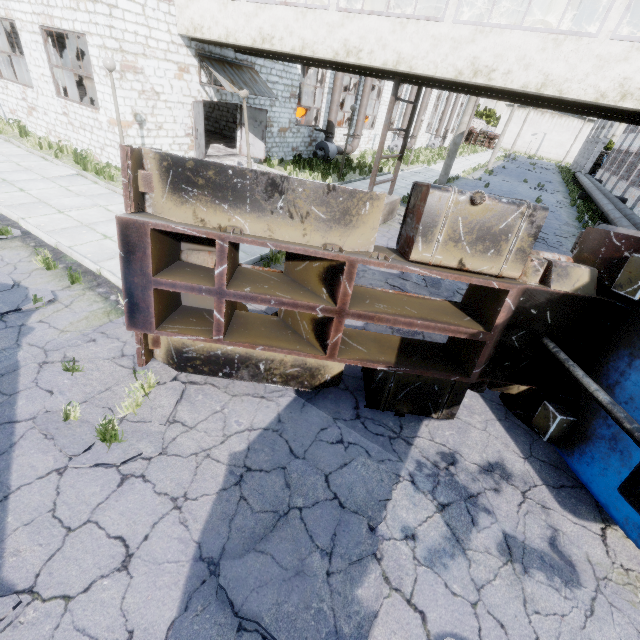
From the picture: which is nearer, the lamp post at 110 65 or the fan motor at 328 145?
the lamp post at 110 65

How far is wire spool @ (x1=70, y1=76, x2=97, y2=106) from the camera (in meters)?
18.45

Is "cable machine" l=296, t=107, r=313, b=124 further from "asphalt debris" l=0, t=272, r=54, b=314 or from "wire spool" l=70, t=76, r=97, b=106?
"asphalt debris" l=0, t=272, r=54, b=314

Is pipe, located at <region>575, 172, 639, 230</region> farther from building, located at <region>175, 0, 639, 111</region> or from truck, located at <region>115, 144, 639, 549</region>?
truck, located at <region>115, 144, 639, 549</region>

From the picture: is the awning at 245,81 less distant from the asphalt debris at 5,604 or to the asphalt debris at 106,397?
the asphalt debris at 106,397

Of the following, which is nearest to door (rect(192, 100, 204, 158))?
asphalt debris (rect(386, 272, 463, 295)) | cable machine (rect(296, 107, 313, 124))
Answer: asphalt debris (rect(386, 272, 463, 295))

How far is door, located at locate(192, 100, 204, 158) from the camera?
12.70m

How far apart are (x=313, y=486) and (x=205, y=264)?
3.13m
